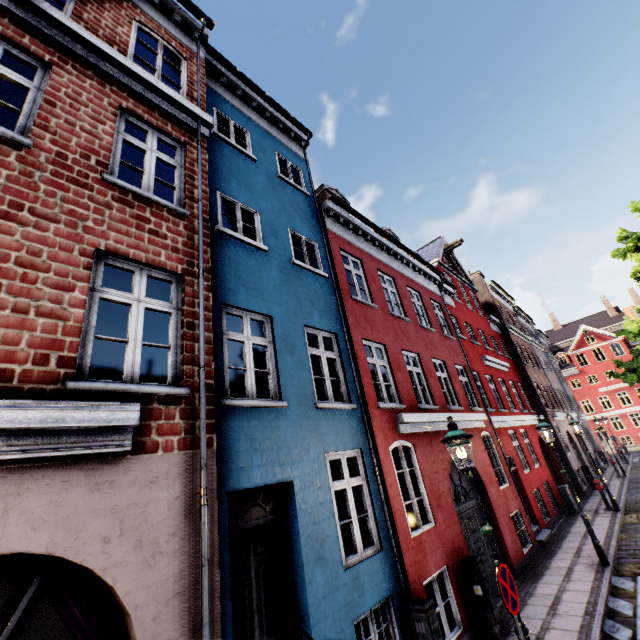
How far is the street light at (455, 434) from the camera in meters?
4.7

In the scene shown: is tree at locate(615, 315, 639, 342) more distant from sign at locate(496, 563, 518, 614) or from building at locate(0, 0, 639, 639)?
sign at locate(496, 563, 518, 614)

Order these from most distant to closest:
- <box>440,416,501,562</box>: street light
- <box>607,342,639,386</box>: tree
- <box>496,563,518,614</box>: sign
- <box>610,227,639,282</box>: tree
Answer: <box>607,342,639,386</box>: tree
<box>610,227,639,282</box>: tree
<box>440,416,501,562</box>: street light
<box>496,563,518,614</box>: sign

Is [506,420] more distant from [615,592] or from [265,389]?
[265,389]

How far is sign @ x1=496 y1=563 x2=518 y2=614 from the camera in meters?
4.2

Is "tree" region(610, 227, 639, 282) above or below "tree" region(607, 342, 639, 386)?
above

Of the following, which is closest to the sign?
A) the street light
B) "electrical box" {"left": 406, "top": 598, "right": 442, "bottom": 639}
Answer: the street light

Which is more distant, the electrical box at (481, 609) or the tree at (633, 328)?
the tree at (633, 328)
